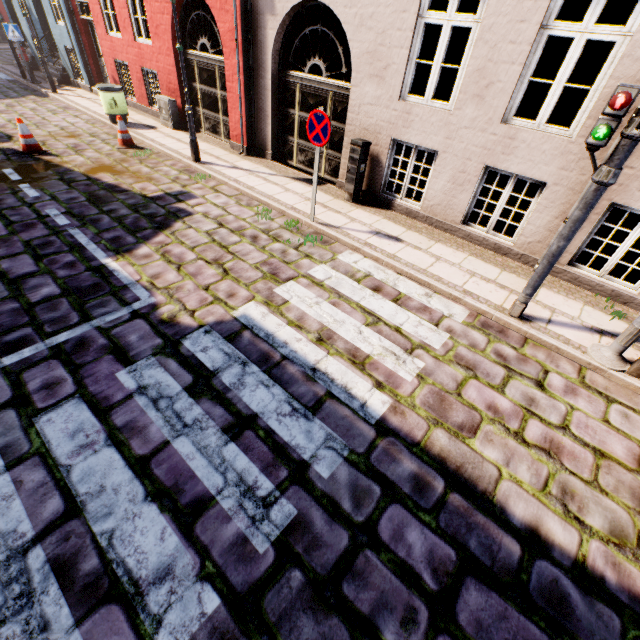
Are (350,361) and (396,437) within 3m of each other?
yes

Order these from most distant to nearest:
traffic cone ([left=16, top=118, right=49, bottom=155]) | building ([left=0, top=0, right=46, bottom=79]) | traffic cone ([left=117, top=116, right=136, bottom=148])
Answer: building ([left=0, top=0, right=46, bottom=79]) < traffic cone ([left=117, top=116, right=136, bottom=148]) < traffic cone ([left=16, top=118, right=49, bottom=155])

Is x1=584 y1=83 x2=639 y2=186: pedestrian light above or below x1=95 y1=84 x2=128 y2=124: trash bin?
above

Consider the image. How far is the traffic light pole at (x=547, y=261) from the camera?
3.7 meters

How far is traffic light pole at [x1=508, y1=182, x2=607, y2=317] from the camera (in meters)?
3.66

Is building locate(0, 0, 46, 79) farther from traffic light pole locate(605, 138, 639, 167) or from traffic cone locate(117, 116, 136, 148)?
traffic cone locate(117, 116, 136, 148)

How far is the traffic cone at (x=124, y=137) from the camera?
8.87m

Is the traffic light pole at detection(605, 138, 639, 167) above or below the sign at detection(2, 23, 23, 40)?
above
